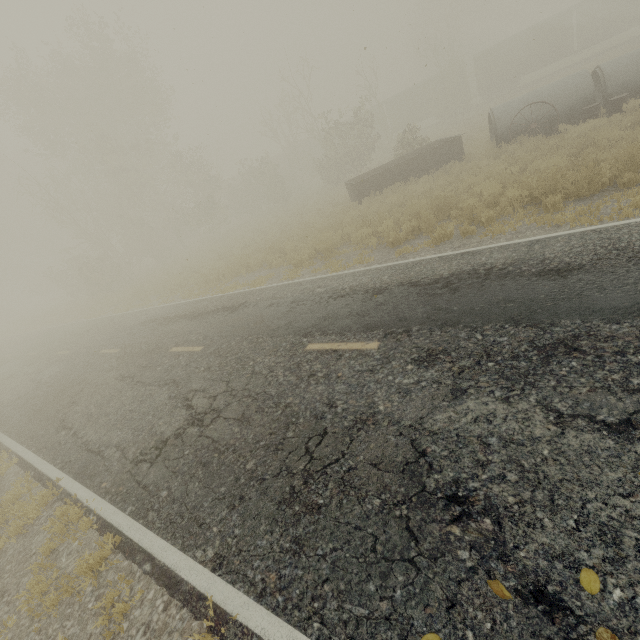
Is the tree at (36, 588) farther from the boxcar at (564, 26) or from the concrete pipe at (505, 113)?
the boxcar at (564, 26)

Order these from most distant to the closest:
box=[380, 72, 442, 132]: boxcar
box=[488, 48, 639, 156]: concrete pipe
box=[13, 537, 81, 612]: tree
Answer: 1. box=[380, 72, 442, 132]: boxcar
2. box=[488, 48, 639, 156]: concrete pipe
3. box=[13, 537, 81, 612]: tree

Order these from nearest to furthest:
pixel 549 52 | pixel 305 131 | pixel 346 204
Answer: pixel 346 204 → pixel 305 131 → pixel 549 52

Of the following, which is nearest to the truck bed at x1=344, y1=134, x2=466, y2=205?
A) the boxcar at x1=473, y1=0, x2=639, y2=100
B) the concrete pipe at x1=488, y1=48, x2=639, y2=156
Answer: the concrete pipe at x1=488, y1=48, x2=639, y2=156

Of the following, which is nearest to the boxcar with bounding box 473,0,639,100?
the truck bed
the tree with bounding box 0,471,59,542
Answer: the truck bed

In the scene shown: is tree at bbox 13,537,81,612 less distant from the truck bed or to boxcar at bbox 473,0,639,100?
the truck bed

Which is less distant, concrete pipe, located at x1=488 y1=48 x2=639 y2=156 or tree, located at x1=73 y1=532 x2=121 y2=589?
tree, located at x1=73 y1=532 x2=121 y2=589

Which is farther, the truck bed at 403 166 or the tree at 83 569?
the truck bed at 403 166
